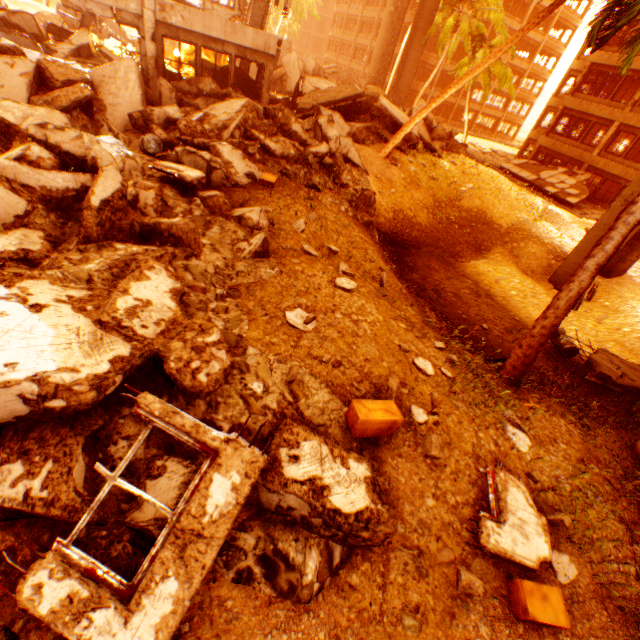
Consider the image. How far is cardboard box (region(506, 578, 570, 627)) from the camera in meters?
3.6

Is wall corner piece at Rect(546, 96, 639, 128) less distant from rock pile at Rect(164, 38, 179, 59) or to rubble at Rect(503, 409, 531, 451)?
rubble at Rect(503, 409, 531, 451)

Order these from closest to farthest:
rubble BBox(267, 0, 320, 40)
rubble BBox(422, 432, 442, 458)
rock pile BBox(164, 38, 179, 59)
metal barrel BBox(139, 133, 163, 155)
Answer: rubble BBox(422, 432, 442, 458), metal barrel BBox(139, 133, 163, 155), rock pile BBox(164, 38, 179, 59), rubble BBox(267, 0, 320, 40)

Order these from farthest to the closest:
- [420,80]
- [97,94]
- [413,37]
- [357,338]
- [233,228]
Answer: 1. [420,80]
2. [413,37]
3. [97,94]
4. [233,228]
5. [357,338]

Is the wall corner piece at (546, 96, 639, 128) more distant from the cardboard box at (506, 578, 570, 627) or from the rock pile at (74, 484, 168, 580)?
the cardboard box at (506, 578, 570, 627)

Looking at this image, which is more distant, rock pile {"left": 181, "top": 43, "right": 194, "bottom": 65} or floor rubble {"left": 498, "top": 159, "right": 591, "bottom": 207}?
floor rubble {"left": 498, "top": 159, "right": 591, "bottom": 207}

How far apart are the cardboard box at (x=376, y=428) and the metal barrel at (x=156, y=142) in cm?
871

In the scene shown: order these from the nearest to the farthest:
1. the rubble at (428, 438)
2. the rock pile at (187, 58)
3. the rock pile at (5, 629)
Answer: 1. the rock pile at (5, 629)
2. the rubble at (428, 438)
3. the rock pile at (187, 58)
